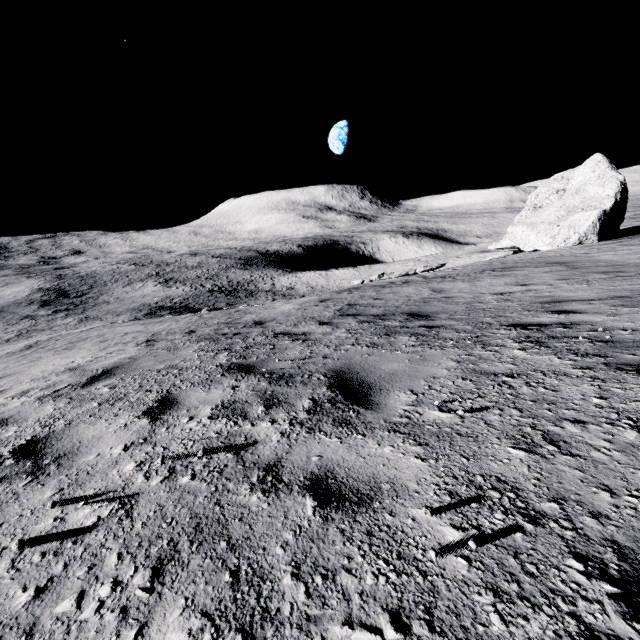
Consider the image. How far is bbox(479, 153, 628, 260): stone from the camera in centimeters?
1928cm

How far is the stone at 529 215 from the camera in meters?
19.3 m

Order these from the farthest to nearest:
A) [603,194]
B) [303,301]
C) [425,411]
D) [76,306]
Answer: [76,306], [603,194], [303,301], [425,411]
